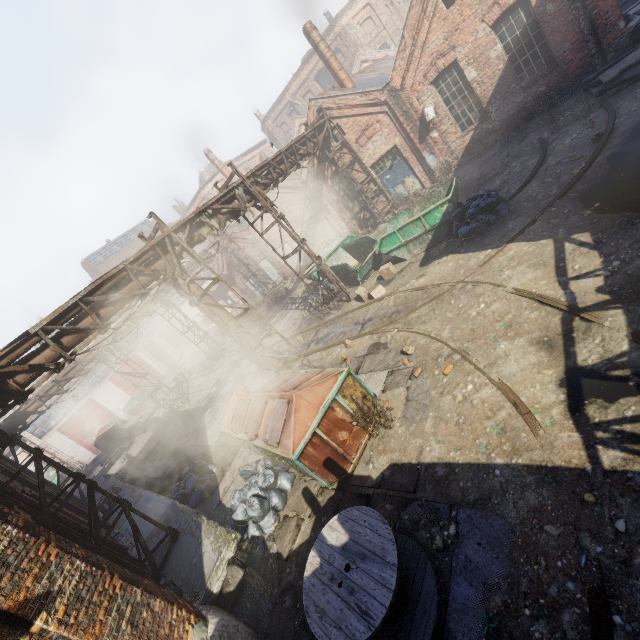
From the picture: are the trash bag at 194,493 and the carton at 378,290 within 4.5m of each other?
no

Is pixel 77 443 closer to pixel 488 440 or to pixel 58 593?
pixel 58 593

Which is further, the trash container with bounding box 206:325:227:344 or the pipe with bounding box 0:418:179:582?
the trash container with bounding box 206:325:227:344

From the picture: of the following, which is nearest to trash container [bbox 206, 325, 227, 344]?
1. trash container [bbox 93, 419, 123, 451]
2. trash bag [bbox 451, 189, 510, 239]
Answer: trash container [bbox 93, 419, 123, 451]

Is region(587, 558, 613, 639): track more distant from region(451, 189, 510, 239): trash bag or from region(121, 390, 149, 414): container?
region(121, 390, 149, 414): container

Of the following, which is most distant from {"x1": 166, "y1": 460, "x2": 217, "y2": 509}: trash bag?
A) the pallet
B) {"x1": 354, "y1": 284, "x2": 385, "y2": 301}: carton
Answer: {"x1": 354, "y1": 284, "x2": 385, "y2": 301}: carton

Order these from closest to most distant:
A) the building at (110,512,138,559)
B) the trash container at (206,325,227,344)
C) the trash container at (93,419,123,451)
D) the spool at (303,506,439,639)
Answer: the spool at (303,506,439,639) → the building at (110,512,138,559) → the trash container at (206,325,227,344) → the trash container at (93,419,123,451)

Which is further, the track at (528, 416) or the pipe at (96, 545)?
the pipe at (96, 545)
